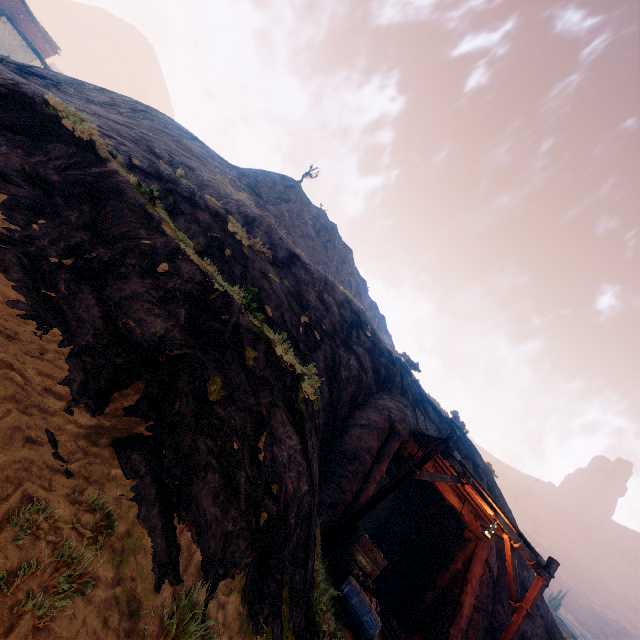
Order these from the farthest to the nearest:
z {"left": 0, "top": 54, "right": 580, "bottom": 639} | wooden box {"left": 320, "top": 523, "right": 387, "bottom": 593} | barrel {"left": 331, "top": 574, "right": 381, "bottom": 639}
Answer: wooden box {"left": 320, "top": 523, "right": 387, "bottom": 593} → barrel {"left": 331, "top": 574, "right": 381, "bottom": 639} → z {"left": 0, "top": 54, "right": 580, "bottom": 639}

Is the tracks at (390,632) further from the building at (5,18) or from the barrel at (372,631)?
the building at (5,18)

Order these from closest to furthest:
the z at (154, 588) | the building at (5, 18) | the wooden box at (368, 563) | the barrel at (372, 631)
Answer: the z at (154, 588), the barrel at (372, 631), the wooden box at (368, 563), the building at (5, 18)

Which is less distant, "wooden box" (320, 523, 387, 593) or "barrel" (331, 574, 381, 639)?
"barrel" (331, 574, 381, 639)

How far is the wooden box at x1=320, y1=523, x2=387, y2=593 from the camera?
7.50m

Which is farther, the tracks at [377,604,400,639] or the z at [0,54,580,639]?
the tracks at [377,604,400,639]

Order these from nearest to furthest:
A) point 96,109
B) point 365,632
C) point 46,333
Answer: point 46,333, point 365,632, point 96,109

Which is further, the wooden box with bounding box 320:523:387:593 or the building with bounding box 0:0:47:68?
the building with bounding box 0:0:47:68
